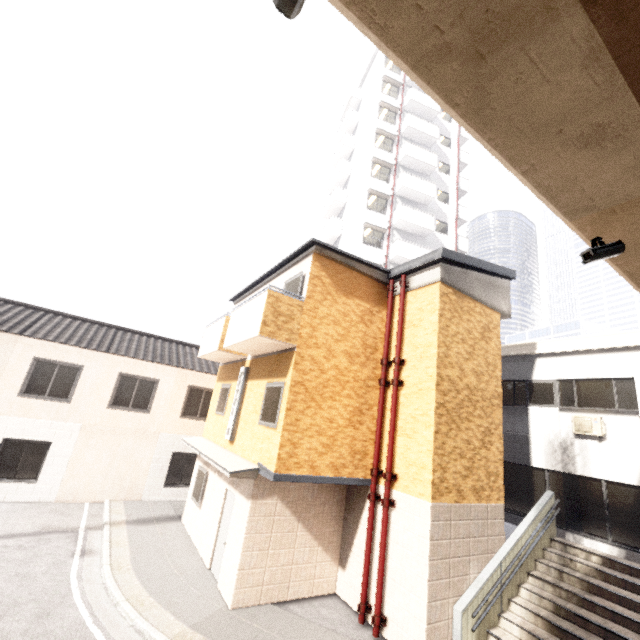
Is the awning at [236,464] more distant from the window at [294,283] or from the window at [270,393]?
the window at [294,283]

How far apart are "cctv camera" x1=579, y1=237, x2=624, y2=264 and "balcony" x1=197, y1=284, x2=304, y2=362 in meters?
6.0 m

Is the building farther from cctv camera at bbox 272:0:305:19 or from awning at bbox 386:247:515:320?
cctv camera at bbox 272:0:305:19

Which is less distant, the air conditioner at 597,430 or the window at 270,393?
the window at 270,393

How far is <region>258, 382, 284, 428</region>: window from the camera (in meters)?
8.16

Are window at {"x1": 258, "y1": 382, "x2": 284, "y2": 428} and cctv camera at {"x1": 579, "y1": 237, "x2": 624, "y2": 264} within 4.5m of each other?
no

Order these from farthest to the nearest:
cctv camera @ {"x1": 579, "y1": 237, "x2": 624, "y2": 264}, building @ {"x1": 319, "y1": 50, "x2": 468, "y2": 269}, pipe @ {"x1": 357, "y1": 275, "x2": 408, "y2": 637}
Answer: building @ {"x1": 319, "y1": 50, "x2": 468, "y2": 269}, pipe @ {"x1": 357, "y1": 275, "x2": 408, "y2": 637}, cctv camera @ {"x1": 579, "y1": 237, "x2": 624, "y2": 264}

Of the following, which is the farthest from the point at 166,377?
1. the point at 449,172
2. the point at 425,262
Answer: the point at 449,172
